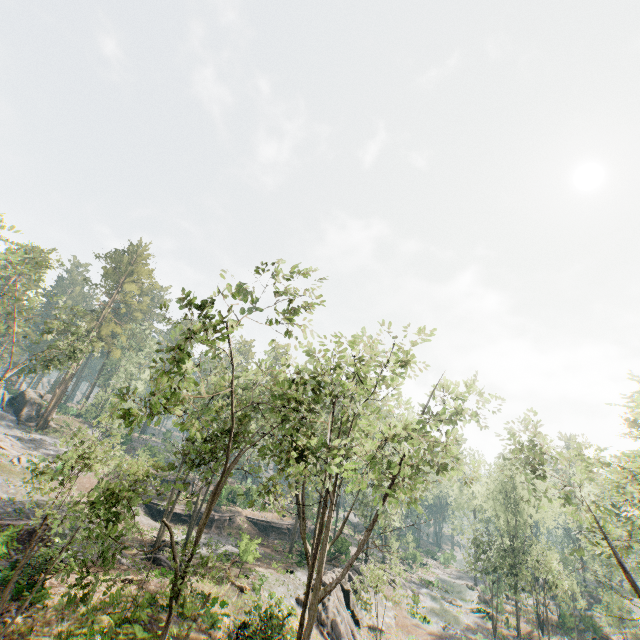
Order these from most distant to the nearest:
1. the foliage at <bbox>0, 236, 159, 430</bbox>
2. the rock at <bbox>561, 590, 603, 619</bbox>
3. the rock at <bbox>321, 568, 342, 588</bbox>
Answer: the rock at <bbox>561, 590, 603, 619</bbox> < the foliage at <bbox>0, 236, 159, 430</bbox> < the rock at <bbox>321, 568, 342, 588</bbox>

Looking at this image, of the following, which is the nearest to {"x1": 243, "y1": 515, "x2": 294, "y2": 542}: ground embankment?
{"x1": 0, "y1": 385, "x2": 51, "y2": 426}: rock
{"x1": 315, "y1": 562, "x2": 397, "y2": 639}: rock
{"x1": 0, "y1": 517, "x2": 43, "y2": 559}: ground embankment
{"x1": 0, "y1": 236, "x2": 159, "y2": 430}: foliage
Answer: {"x1": 0, "y1": 236, "x2": 159, "y2": 430}: foliage

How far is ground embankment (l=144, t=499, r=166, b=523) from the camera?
38.7 meters

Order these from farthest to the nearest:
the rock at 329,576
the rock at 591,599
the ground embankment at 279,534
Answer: the ground embankment at 279,534, the rock at 591,599, the rock at 329,576

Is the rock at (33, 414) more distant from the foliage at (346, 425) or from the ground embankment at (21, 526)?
the ground embankment at (21, 526)

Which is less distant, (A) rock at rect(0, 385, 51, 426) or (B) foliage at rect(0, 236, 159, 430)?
(B) foliage at rect(0, 236, 159, 430)

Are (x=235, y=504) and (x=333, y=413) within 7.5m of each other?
no
